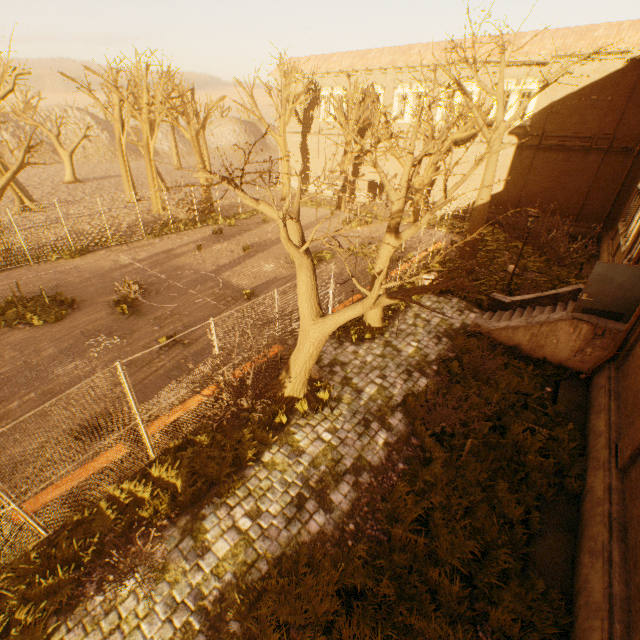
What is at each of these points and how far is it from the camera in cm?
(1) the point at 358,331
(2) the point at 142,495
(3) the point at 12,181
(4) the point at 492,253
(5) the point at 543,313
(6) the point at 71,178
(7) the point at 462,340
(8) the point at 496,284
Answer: (1) instancedfoliageactor, 1178
(2) instancedfoliageactor, 651
(3) tree, 1681
(4) instancedfoliageactor, 1994
(5) stairs, 1166
(6) tree, 3784
(7) instancedfoliageactor, 1136
(8) instancedfoliageactor, 1638

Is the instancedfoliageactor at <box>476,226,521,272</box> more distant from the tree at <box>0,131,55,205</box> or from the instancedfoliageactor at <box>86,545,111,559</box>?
the instancedfoliageactor at <box>86,545,111,559</box>

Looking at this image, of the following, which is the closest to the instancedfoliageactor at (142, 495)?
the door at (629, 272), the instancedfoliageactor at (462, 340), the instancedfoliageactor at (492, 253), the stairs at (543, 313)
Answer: the instancedfoliageactor at (462, 340)

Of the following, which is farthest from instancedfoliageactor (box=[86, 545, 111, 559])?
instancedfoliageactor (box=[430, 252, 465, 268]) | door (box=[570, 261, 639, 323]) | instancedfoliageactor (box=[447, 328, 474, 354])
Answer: instancedfoliageactor (box=[430, 252, 465, 268])

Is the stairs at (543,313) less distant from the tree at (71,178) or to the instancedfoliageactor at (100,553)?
the tree at (71,178)

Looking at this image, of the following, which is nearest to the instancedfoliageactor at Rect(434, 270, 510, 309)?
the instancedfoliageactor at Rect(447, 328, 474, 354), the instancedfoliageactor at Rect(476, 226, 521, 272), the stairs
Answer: the stairs

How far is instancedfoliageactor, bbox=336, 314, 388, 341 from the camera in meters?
11.6 m

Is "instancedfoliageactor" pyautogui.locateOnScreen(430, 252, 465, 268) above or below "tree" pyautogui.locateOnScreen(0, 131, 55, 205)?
below
